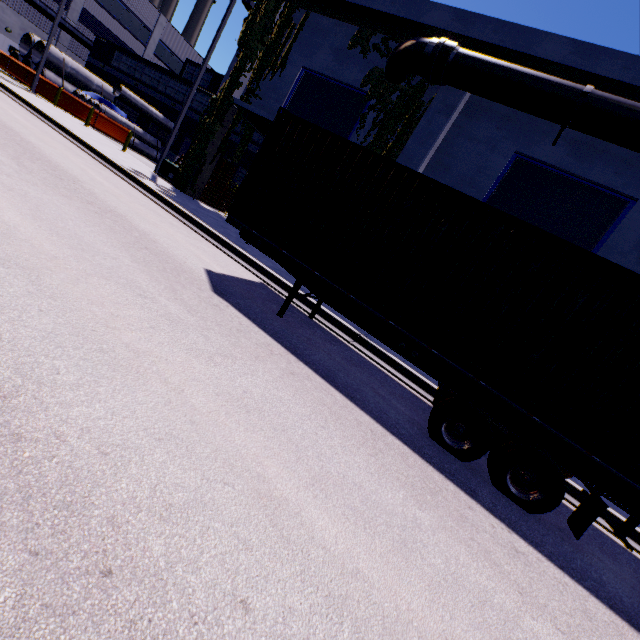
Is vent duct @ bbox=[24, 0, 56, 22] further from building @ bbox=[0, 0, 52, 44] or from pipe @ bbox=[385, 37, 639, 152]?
pipe @ bbox=[385, 37, 639, 152]

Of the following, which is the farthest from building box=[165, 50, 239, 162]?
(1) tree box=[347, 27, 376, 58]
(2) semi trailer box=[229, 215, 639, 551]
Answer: (2) semi trailer box=[229, 215, 639, 551]

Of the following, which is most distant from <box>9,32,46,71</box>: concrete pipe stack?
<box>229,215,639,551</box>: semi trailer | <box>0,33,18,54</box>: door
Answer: <box>0,33,18,54</box>: door

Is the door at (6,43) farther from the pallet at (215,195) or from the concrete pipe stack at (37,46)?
the pallet at (215,195)

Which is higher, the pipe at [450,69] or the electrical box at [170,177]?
the pipe at [450,69]

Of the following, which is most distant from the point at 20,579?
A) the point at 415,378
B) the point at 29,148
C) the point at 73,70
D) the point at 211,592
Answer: the point at 73,70

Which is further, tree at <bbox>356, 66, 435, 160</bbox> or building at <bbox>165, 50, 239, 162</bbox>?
building at <bbox>165, 50, 239, 162</bbox>

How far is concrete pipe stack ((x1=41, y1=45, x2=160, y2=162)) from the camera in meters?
25.5 m
